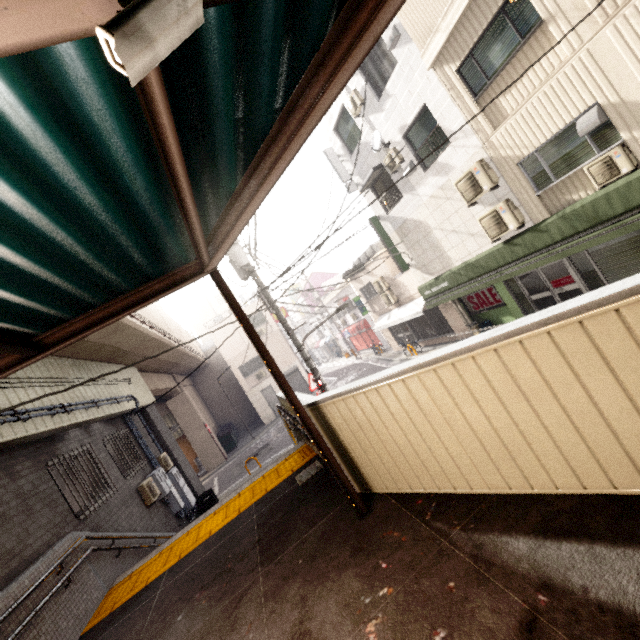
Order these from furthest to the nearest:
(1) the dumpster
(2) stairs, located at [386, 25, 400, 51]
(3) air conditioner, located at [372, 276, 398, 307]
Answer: (1) the dumpster < (3) air conditioner, located at [372, 276, 398, 307] < (2) stairs, located at [386, 25, 400, 51]

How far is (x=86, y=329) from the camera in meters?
3.0 m

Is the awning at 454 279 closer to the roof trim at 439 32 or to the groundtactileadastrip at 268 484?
the roof trim at 439 32

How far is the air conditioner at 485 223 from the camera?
9.0 meters

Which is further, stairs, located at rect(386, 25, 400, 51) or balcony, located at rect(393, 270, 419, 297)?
balcony, located at rect(393, 270, 419, 297)

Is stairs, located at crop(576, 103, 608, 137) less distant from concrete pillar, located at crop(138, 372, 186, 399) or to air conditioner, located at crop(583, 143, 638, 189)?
air conditioner, located at crop(583, 143, 638, 189)

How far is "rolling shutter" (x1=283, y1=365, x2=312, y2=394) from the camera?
26.3 meters

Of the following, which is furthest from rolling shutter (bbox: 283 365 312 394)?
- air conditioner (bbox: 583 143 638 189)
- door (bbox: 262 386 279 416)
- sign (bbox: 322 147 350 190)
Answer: air conditioner (bbox: 583 143 638 189)
